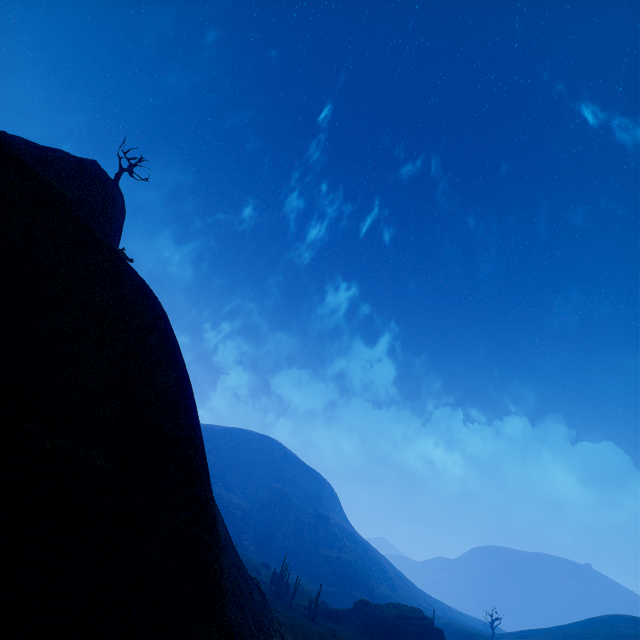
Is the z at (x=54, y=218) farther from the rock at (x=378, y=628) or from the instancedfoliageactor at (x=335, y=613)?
the rock at (x=378, y=628)

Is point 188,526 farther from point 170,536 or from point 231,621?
point 231,621

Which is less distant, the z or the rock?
the z

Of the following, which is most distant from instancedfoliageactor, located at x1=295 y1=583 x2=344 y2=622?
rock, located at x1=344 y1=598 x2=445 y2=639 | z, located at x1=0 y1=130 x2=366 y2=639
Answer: rock, located at x1=344 y1=598 x2=445 y2=639

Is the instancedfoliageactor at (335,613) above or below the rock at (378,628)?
below

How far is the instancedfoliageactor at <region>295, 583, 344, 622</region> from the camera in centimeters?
4166cm
